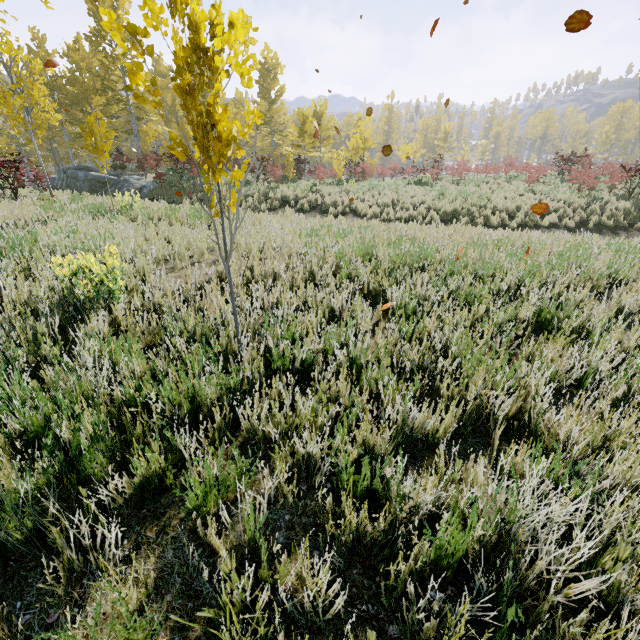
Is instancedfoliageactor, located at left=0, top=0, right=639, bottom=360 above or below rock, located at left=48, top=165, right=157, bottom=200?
above

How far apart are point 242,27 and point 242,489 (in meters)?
2.58

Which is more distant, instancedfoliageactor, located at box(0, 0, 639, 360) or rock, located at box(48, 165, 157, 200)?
rock, located at box(48, 165, 157, 200)

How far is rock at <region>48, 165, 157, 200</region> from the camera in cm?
1689

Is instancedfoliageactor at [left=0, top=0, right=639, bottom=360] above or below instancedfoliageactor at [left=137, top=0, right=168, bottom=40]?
below

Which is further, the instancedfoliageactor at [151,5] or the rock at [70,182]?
the rock at [70,182]

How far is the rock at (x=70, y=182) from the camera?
16.9m
